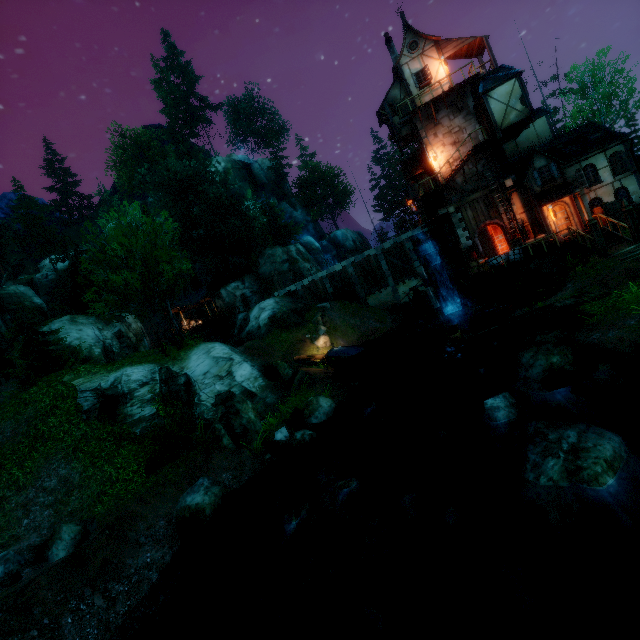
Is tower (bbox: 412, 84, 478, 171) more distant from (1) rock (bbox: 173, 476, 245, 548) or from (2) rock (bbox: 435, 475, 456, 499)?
(1) rock (bbox: 173, 476, 245, 548)

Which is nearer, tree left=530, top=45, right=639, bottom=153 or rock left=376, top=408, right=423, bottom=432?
rock left=376, top=408, right=423, bottom=432

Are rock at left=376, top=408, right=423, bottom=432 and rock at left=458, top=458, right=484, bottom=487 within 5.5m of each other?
yes

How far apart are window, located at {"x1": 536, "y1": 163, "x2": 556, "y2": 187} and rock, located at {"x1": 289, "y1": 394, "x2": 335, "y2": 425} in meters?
20.6 m

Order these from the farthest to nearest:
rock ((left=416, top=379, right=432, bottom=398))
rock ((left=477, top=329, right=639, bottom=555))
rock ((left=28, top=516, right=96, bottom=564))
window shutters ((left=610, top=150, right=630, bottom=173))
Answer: window shutters ((left=610, top=150, right=630, bottom=173))
rock ((left=416, top=379, right=432, bottom=398))
rock ((left=28, top=516, right=96, bottom=564))
rock ((left=477, top=329, right=639, bottom=555))

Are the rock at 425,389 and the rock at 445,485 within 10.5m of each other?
yes

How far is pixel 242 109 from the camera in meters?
59.2 m

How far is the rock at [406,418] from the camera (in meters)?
12.88
